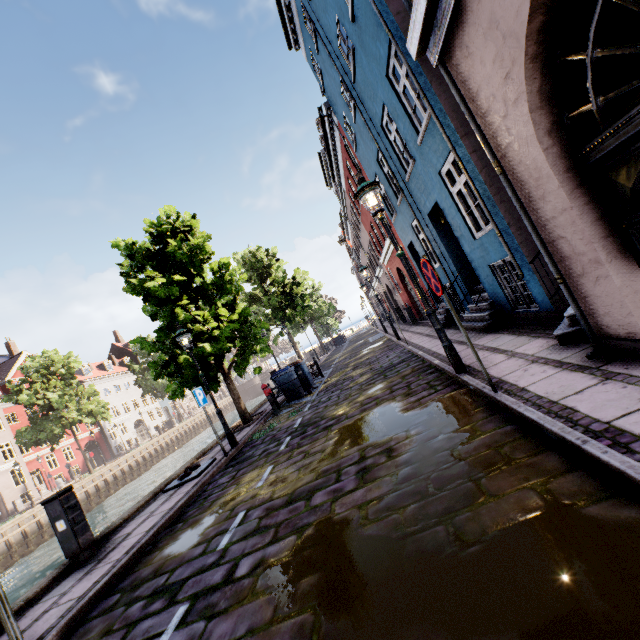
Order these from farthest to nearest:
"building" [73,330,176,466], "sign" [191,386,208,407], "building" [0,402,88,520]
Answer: "building" [73,330,176,466], "building" [0,402,88,520], "sign" [191,386,208,407]

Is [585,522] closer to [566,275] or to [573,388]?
[573,388]

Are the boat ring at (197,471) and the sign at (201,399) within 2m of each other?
yes

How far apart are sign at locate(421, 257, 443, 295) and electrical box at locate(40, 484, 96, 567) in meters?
7.0

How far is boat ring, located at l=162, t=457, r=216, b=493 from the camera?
→ 7.60m

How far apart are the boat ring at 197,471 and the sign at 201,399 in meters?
1.5

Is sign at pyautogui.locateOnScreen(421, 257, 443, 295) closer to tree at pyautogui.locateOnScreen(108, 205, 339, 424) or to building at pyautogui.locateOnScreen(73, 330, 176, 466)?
building at pyautogui.locateOnScreen(73, 330, 176, 466)

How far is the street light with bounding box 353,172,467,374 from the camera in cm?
553
